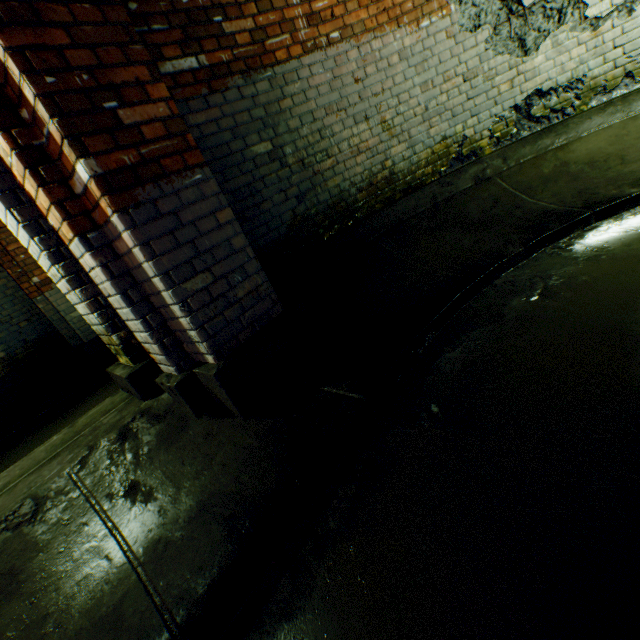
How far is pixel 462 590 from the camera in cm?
104

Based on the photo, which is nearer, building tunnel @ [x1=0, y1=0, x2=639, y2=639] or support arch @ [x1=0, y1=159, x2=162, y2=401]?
building tunnel @ [x1=0, y1=0, x2=639, y2=639]

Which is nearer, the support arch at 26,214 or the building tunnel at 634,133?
the building tunnel at 634,133
